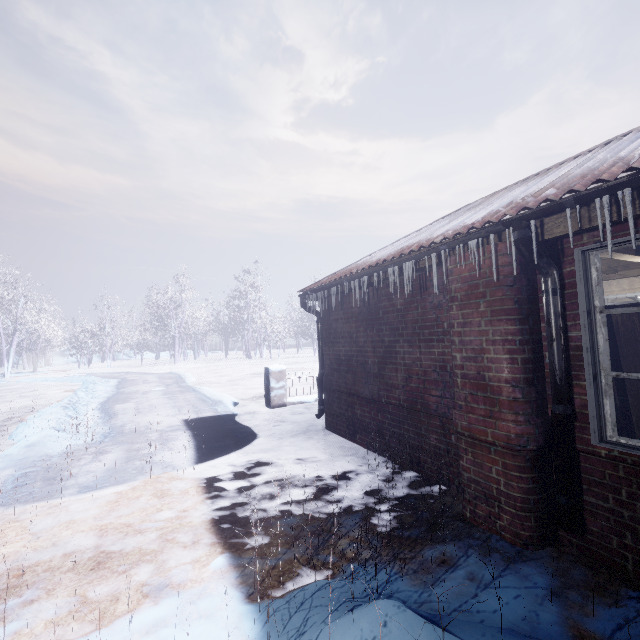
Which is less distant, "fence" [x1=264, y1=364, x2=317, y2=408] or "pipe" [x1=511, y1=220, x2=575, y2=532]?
"pipe" [x1=511, y1=220, x2=575, y2=532]

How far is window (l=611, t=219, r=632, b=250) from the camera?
1.9 meters

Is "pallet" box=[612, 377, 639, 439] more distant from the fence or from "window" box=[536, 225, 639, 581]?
the fence

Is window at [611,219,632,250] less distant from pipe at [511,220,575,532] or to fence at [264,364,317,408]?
pipe at [511,220,575,532]

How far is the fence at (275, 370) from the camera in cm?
721

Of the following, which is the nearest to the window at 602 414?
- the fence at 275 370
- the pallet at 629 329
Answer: the pallet at 629 329

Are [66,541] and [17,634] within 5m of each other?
yes
